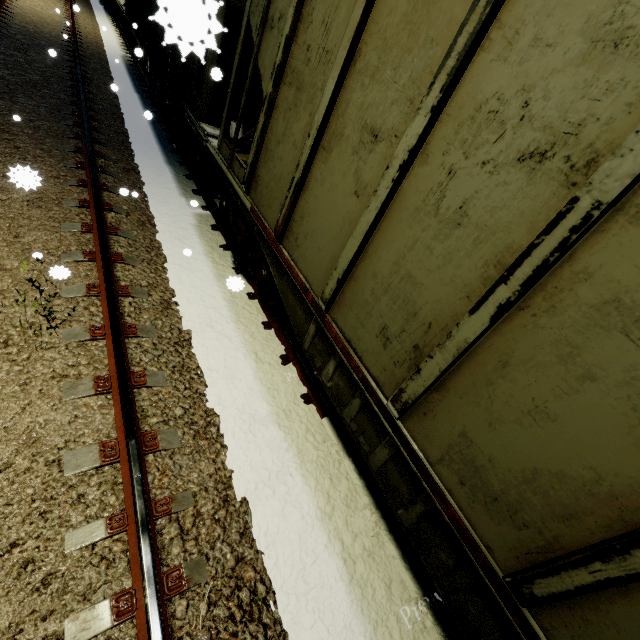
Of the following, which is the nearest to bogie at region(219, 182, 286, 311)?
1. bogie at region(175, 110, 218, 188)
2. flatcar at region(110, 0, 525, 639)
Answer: flatcar at region(110, 0, 525, 639)

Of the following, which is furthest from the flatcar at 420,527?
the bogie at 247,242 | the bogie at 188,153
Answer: the bogie at 188,153

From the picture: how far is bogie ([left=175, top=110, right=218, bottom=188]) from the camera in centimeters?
649cm

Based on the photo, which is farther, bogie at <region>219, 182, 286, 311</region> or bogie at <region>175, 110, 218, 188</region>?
bogie at <region>175, 110, 218, 188</region>

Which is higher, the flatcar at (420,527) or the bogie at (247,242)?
the flatcar at (420,527)

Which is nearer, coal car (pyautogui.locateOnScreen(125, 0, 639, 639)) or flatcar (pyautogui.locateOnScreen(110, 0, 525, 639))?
coal car (pyautogui.locateOnScreen(125, 0, 639, 639))

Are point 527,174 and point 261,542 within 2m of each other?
no

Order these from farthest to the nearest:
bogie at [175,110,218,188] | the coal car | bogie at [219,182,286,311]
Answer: bogie at [175,110,218,188], bogie at [219,182,286,311], the coal car
